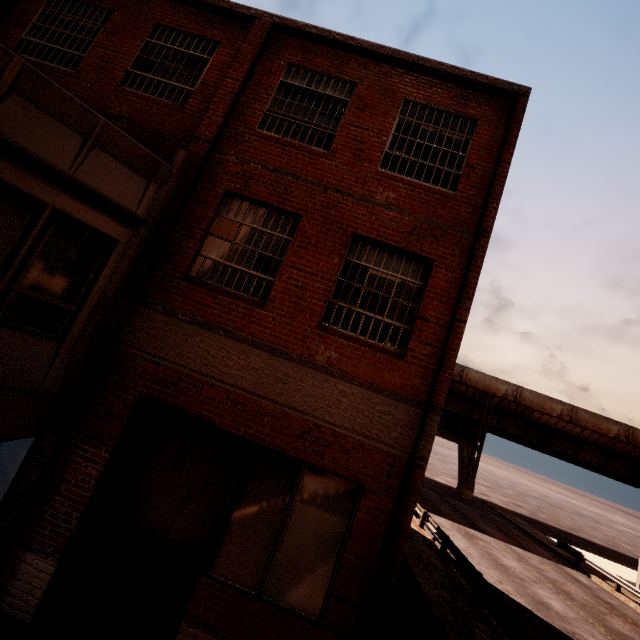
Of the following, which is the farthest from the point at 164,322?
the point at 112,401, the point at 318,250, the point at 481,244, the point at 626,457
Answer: the point at 626,457
